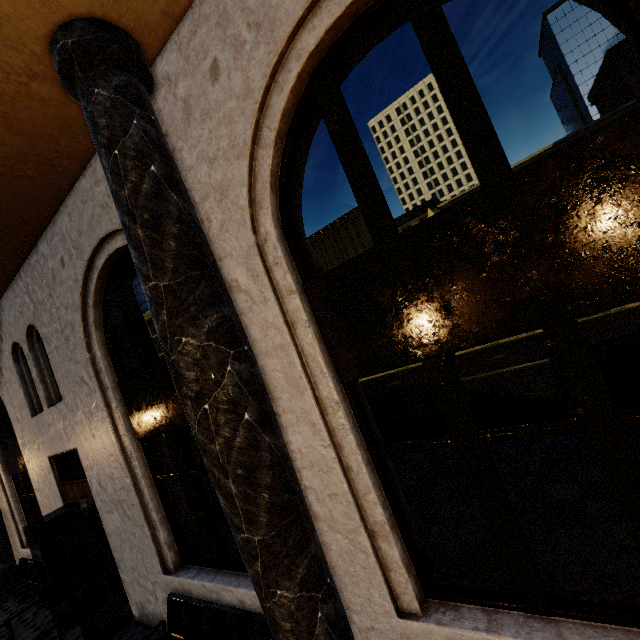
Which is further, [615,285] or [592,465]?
[592,465]
